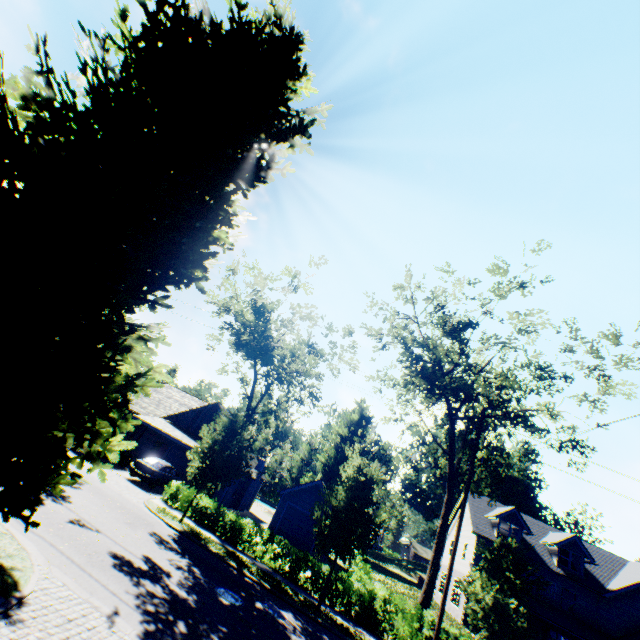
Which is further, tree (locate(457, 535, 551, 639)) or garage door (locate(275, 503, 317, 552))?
garage door (locate(275, 503, 317, 552))

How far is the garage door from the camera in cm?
2620

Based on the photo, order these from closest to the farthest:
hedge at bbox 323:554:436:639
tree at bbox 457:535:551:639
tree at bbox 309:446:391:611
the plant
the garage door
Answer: tree at bbox 457:535:551:639, tree at bbox 309:446:391:611, hedge at bbox 323:554:436:639, the garage door, the plant

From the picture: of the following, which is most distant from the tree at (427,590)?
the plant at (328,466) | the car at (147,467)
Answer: the car at (147,467)

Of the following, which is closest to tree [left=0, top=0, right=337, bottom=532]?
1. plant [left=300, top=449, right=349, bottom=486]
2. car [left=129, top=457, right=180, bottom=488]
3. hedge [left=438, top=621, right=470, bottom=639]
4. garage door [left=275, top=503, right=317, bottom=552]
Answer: plant [left=300, top=449, right=349, bottom=486]

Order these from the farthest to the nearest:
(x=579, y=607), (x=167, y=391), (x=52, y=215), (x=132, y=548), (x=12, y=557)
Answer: (x=167, y=391) < (x=579, y=607) < (x=132, y=548) < (x=12, y=557) < (x=52, y=215)

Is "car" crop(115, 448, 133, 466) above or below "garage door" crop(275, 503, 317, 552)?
below

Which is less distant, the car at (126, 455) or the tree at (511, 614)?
the tree at (511, 614)
